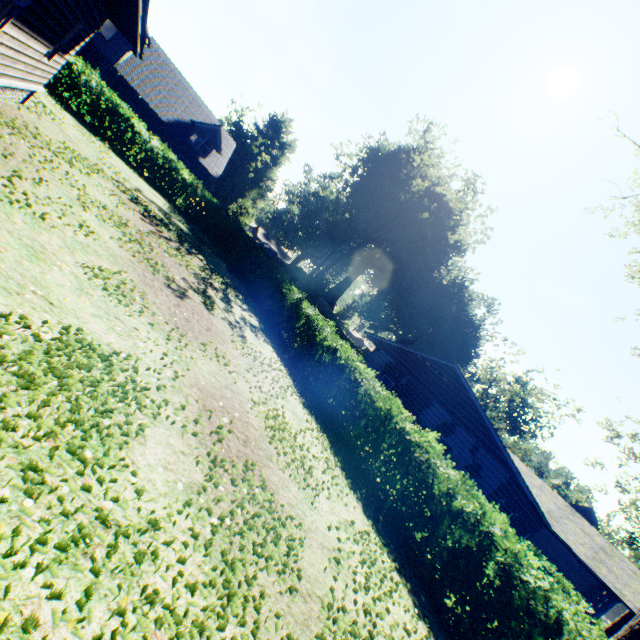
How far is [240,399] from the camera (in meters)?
7.08

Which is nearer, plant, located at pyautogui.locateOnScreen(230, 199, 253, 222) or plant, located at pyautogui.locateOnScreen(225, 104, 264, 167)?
plant, located at pyautogui.locateOnScreen(230, 199, 253, 222)

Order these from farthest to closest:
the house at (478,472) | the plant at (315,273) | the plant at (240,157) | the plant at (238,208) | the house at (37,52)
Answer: the plant at (240,157) → the plant at (238,208) → the plant at (315,273) → the house at (478,472) → the house at (37,52)

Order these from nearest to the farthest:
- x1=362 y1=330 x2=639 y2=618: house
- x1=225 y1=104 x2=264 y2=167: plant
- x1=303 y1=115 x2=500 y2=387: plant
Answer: x1=362 y1=330 x2=639 y2=618: house < x1=303 y1=115 x2=500 y2=387: plant < x1=225 y1=104 x2=264 y2=167: plant

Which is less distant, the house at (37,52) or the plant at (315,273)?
the house at (37,52)

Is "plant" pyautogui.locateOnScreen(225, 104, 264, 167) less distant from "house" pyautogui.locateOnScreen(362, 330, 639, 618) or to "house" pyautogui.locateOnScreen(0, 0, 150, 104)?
"house" pyautogui.locateOnScreen(362, 330, 639, 618)

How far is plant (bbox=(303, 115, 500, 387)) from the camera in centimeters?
3666cm
